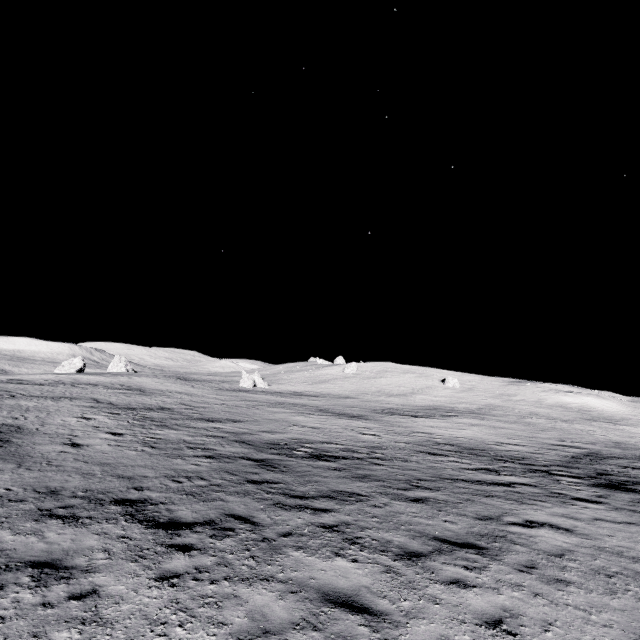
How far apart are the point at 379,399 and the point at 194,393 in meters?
30.8
